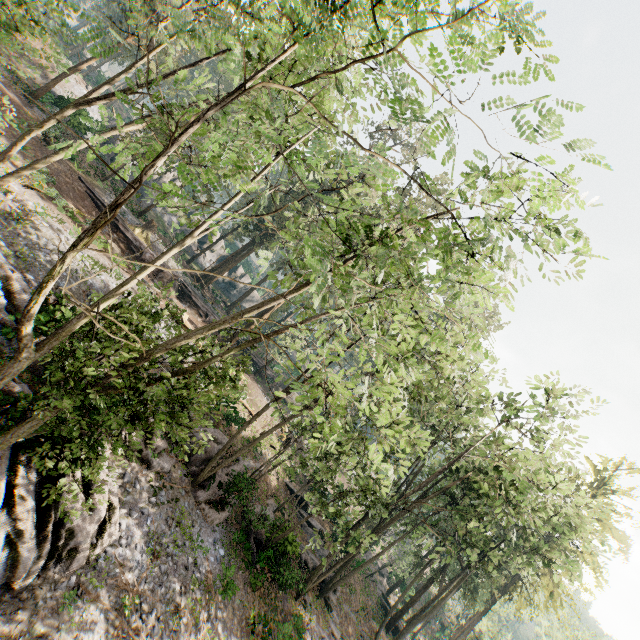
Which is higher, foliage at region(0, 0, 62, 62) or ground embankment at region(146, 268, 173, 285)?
foliage at region(0, 0, 62, 62)

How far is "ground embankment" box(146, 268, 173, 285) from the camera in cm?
2815

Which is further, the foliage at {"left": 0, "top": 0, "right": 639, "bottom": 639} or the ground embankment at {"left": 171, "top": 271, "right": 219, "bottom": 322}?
the ground embankment at {"left": 171, "top": 271, "right": 219, "bottom": 322}

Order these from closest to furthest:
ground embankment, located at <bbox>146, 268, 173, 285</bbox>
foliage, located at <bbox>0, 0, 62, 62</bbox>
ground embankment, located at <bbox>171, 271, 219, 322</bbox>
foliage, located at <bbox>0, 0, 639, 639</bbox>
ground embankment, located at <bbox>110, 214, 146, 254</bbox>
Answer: foliage, located at <bbox>0, 0, 639, 639</bbox>
foliage, located at <bbox>0, 0, 62, 62</bbox>
ground embankment, located at <bbox>110, 214, 146, 254</bbox>
ground embankment, located at <bbox>146, 268, 173, 285</bbox>
ground embankment, located at <bbox>171, 271, 219, 322</bbox>

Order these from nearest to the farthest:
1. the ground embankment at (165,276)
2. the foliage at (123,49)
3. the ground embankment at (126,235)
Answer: the foliage at (123,49)
the ground embankment at (126,235)
the ground embankment at (165,276)

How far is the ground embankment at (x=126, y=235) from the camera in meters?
25.5 m

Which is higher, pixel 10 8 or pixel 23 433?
pixel 10 8
